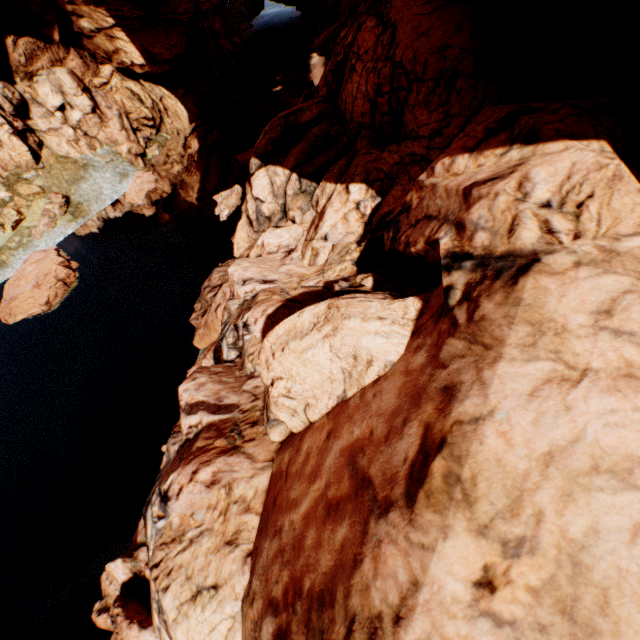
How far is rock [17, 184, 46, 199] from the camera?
21.0 meters

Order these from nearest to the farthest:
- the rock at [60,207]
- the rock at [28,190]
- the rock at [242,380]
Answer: the rock at [242,380]
the rock at [60,207]
the rock at [28,190]

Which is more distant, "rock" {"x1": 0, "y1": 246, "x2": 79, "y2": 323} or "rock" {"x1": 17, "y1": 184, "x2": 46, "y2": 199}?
"rock" {"x1": 17, "y1": 184, "x2": 46, "y2": 199}

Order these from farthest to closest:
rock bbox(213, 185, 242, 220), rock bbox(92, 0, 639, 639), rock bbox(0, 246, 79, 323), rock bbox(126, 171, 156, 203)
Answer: rock bbox(126, 171, 156, 203) → rock bbox(213, 185, 242, 220) → rock bbox(0, 246, 79, 323) → rock bbox(92, 0, 639, 639)

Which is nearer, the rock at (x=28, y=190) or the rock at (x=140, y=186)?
the rock at (x=28, y=190)

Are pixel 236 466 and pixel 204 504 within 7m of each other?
yes
